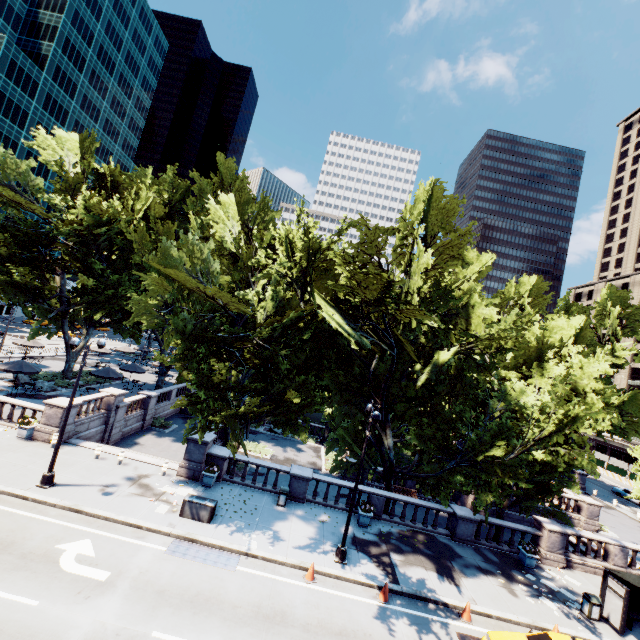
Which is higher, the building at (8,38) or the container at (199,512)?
the building at (8,38)

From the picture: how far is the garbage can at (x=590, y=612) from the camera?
15.2m

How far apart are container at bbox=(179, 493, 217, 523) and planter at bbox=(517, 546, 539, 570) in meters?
17.6

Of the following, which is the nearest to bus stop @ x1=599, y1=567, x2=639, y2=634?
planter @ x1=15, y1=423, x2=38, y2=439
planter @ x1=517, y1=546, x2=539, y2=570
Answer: planter @ x1=517, y1=546, x2=539, y2=570

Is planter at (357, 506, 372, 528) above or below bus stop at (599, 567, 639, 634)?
below

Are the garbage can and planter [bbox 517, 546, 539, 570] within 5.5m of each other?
yes

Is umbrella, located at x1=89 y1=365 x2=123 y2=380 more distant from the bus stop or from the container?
the bus stop

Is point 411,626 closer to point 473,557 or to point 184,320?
point 473,557
